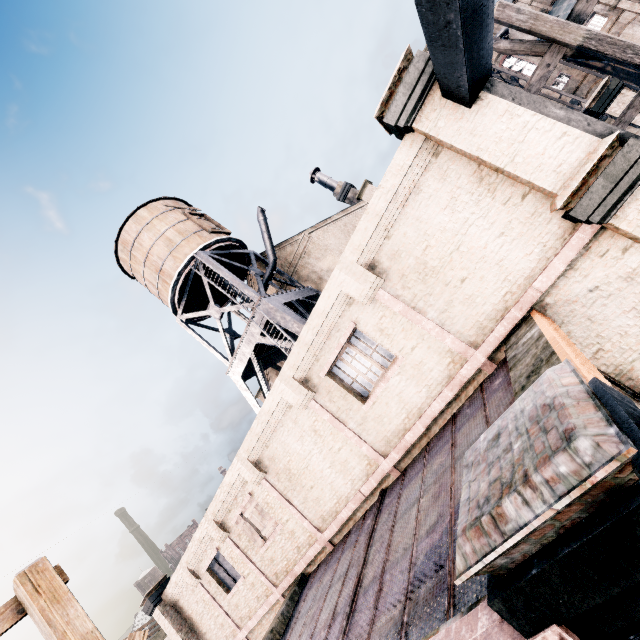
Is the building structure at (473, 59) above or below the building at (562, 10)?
below

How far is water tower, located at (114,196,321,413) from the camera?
18.8m

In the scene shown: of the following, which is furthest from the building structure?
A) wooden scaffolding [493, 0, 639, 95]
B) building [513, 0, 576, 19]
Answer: building [513, 0, 576, 19]

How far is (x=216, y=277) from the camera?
19.4m

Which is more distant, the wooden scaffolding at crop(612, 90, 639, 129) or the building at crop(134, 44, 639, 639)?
the wooden scaffolding at crop(612, 90, 639, 129)

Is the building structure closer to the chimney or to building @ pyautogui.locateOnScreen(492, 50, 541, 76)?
the chimney

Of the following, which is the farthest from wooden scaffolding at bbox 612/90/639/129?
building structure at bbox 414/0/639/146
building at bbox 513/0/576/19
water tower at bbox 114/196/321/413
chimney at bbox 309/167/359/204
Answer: building at bbox 513/0/576/19

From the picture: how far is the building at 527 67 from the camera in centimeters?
4569cm
